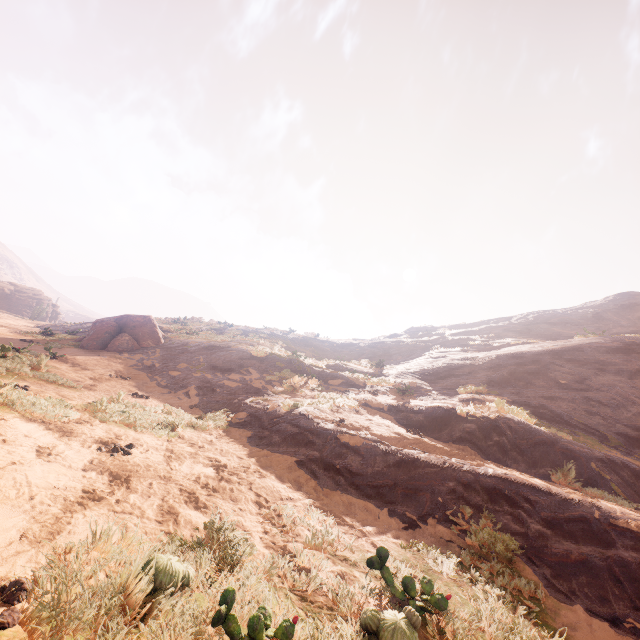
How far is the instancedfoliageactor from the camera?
16.64m

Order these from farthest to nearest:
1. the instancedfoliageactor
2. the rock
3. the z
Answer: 1. the rock
2. the instancedfoliageactor
3. the z

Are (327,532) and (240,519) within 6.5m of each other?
yes

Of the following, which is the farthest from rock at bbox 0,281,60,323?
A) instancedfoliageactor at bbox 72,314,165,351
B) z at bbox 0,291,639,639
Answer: instancedfoliageactor at bbox 72,314,165,351

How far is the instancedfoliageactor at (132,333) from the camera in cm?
1664

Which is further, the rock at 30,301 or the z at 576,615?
the rock at 30,301

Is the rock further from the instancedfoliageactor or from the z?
the instancedfoliageactor
